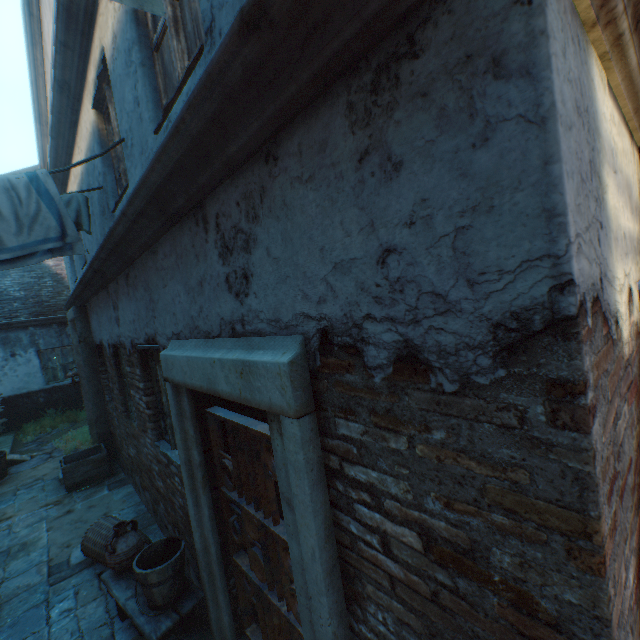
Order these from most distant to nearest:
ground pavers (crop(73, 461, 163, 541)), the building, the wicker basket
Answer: ground pavers (crop(73, 461, 163, 541)) < the wicker basket < the building

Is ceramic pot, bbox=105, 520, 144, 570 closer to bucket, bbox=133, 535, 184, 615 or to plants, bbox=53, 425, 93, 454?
bucket, bbox=133, 535, 184, 615

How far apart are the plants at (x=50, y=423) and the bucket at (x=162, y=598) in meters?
10.6

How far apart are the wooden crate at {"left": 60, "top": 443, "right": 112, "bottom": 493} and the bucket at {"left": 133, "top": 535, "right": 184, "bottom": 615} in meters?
4.5

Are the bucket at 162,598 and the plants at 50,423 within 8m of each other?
no

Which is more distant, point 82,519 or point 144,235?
point 82,519

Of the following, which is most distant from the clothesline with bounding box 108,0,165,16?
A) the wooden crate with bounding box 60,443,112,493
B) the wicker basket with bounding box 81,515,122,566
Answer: the wooden crate with bounding box 60,443,112,493

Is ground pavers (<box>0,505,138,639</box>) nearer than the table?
No
